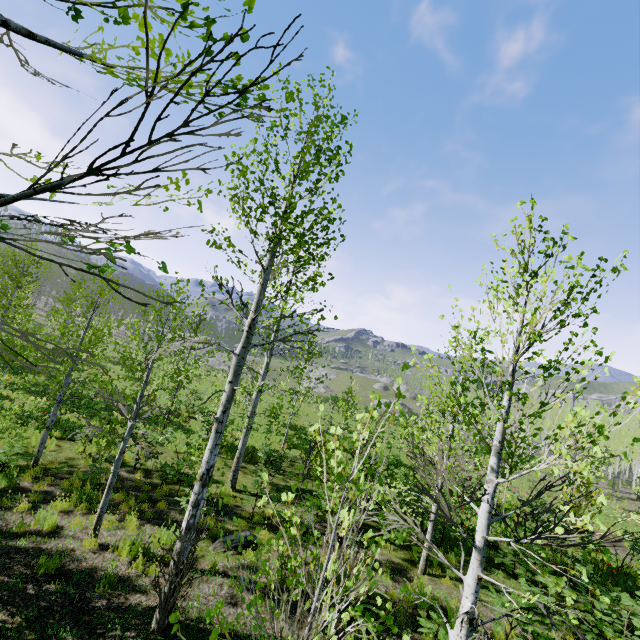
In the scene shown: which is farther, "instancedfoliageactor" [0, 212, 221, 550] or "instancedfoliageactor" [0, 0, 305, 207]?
"instancedfoliageactor" [0, 212, 221, 550]

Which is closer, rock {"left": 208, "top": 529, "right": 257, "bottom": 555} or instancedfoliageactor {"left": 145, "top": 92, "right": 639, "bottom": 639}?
instancedfoliageactor {"left": 145, "top": 92, "right": 639, "bottom": 639}

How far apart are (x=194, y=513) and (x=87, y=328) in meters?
7.9 m

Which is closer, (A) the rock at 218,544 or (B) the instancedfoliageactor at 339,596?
(B) the instancedfoliageactor at 339,596

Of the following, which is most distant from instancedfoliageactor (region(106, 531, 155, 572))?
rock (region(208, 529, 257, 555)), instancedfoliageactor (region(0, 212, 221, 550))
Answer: instancedfoliageactor (region(0, 212, 221, 550))

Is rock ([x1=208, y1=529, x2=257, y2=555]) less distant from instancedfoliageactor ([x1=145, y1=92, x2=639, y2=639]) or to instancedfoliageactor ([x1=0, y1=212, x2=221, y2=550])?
instancedfoliageactor ([x1=145, y1=92, x2=639, y2=639])

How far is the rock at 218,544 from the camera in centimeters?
778cm
